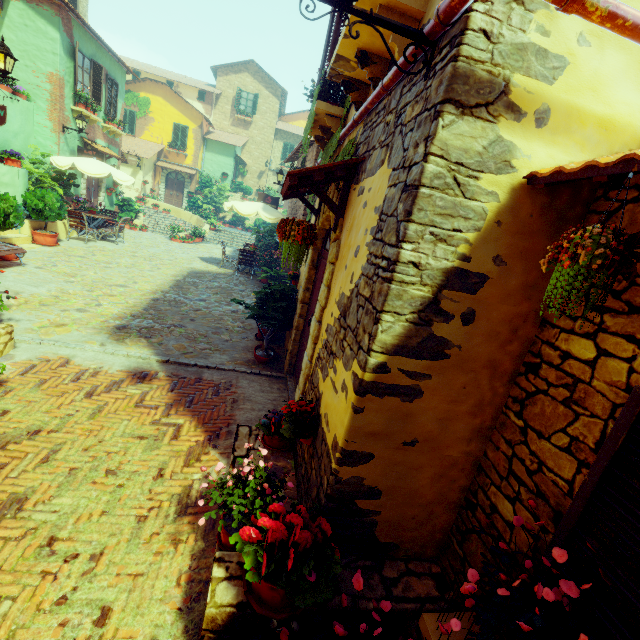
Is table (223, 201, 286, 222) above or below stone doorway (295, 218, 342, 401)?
above

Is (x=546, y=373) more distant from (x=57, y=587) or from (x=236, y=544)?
(x=57, y=587)

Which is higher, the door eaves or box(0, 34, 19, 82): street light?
box(0, 34, 19, 82): street light

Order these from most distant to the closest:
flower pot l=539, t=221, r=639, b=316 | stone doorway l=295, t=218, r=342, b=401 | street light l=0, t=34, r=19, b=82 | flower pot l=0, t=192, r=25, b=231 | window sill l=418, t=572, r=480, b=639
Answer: flower pot l=0, t=192, r=25, b=231, street light l=0, t=34, r=19, b=82, stone doorway l=295, t=218, r=342, b=401, window sill l=418, t=572, r=480, b=639, flower pot l=539, t=221, r=639, b=316

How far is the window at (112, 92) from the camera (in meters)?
14.95

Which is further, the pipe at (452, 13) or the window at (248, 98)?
the window at (248, 98)

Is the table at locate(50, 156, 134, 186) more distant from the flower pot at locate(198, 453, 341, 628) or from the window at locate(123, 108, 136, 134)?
the window at locate(123, 108, 136, 134)

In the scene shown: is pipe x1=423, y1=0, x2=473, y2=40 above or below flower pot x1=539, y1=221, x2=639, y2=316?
above
